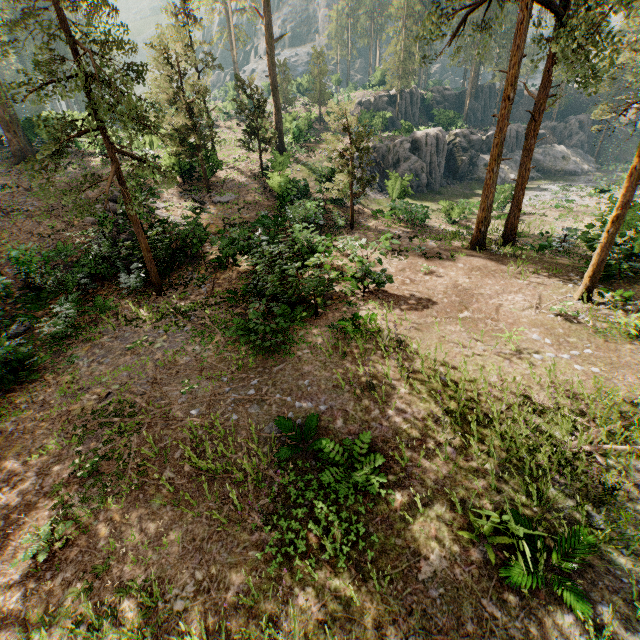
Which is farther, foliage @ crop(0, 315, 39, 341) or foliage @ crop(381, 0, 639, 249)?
foliage @ crop(381, 0, 639, 249)

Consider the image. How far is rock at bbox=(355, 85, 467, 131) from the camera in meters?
40.6

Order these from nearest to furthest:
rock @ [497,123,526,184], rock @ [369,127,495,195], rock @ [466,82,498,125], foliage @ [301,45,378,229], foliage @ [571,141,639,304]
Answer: foliage @ [571,141,639,304], foliage @ [301,45,378,229], rock @ [369,127,495,195], rock @ [497,123,526,184], rock @ [466,82,498,125]

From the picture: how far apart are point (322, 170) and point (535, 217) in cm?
1924

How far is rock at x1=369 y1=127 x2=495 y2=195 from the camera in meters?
35.0 m

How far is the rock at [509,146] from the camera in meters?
42.8 m

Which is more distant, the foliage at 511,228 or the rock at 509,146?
the rock at 509,146

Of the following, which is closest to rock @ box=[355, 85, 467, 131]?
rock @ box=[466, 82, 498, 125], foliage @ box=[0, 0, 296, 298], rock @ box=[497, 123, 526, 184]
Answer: foliage @ box=[0, 0, 296, 298]
